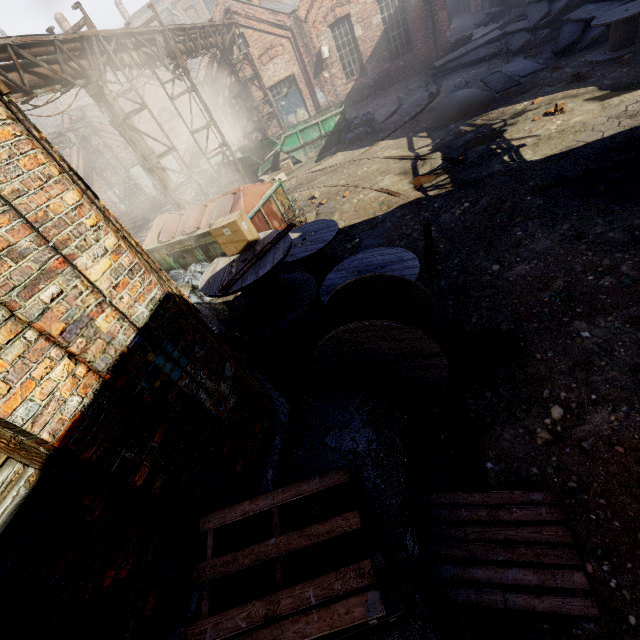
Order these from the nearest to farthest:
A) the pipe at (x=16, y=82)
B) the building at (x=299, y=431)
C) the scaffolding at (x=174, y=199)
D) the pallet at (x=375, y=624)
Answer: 1. the pallet at (x=375, y=624)
2. the building at (x=299, y=431)
3. the pipe at (x=16, y=82)
4. the scaffolding at (x=174, y=199)

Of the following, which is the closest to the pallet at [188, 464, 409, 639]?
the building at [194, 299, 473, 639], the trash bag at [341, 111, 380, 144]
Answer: the building at [194, 299, 473, 639]

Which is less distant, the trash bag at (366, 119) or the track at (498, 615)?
the track at (498, 615)

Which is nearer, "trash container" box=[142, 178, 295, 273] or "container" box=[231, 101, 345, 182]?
"trash container" box=[142, 178, 295, 273]

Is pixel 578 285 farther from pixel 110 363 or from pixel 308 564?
pixel 110 363

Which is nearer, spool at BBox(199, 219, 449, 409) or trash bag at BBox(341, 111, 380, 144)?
spool at BBox(199, 219, 449, 409)

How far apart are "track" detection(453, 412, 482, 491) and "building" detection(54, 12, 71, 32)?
36.2 meters

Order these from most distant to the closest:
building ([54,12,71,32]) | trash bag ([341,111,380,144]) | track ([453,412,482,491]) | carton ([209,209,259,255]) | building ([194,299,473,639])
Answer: building ([54,12,71,32]), trash bag ([341,111,380,144]), carton ([209,209,259,255]), track ([453,412,482,491]), building ([194,299,473,639])
